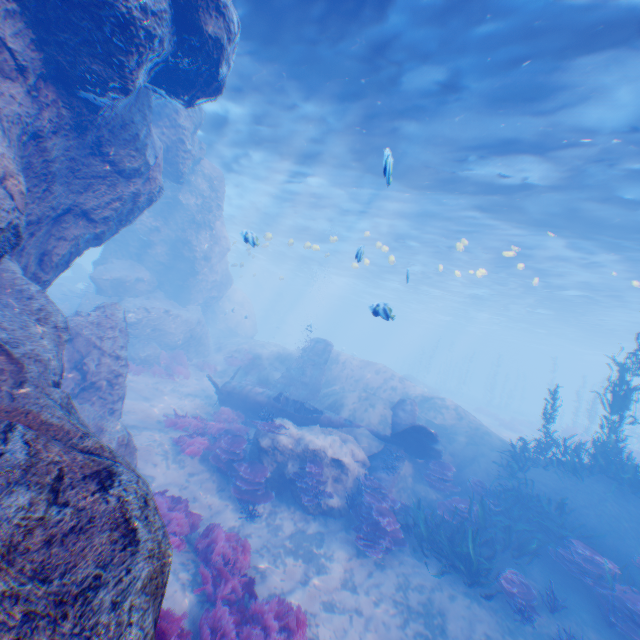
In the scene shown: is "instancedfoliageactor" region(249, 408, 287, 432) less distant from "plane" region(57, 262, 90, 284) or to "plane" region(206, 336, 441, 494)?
"plane" region(206, 336, 441, 494)

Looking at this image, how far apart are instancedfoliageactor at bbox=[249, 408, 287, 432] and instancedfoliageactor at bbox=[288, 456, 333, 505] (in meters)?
1.25

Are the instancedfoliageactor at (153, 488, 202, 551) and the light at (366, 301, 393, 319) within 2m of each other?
no

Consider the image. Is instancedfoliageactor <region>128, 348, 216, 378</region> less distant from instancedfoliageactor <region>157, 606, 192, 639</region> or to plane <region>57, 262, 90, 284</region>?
instancedfoliageactor <region>157, 606, 192, 639</region>

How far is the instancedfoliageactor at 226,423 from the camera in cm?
1027

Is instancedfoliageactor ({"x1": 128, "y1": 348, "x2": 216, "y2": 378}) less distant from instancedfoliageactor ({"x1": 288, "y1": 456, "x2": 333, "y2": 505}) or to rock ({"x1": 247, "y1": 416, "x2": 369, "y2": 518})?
rock ({"x1": 247, "y1": 416, "x2": 369, "y2": 518})

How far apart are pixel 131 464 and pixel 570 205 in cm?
1834

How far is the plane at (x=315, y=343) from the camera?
12.1m
